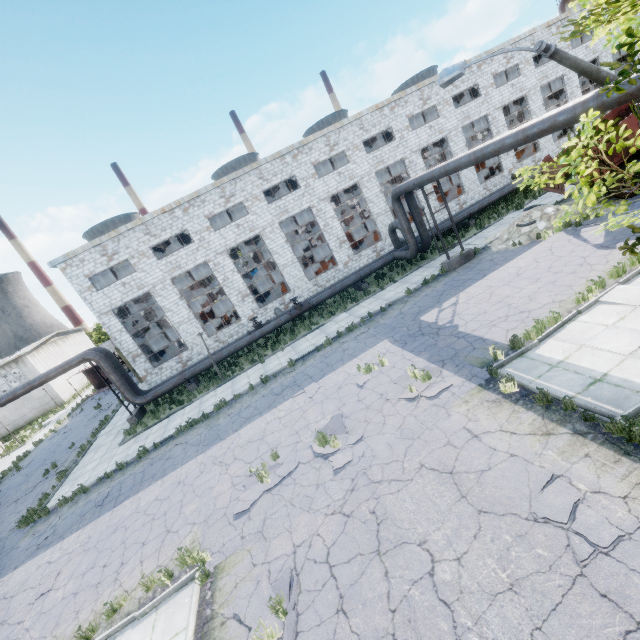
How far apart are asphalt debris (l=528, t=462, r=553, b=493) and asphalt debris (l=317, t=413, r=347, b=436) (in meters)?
4.00

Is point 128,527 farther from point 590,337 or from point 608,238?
point 608,238

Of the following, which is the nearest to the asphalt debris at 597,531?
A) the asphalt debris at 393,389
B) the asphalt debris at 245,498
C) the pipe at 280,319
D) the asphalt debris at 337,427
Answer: the asphalt debris at 393,389

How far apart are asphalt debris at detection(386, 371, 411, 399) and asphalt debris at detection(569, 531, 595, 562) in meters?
3.1 m

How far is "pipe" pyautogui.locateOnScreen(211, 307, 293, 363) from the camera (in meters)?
20.83

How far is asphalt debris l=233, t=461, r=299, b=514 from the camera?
8.8m

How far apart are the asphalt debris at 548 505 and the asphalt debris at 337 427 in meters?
4.0 m

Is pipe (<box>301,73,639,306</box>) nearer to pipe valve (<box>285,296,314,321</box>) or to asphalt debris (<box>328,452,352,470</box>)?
pipe valve (<box>285,296,314,321</box>)
